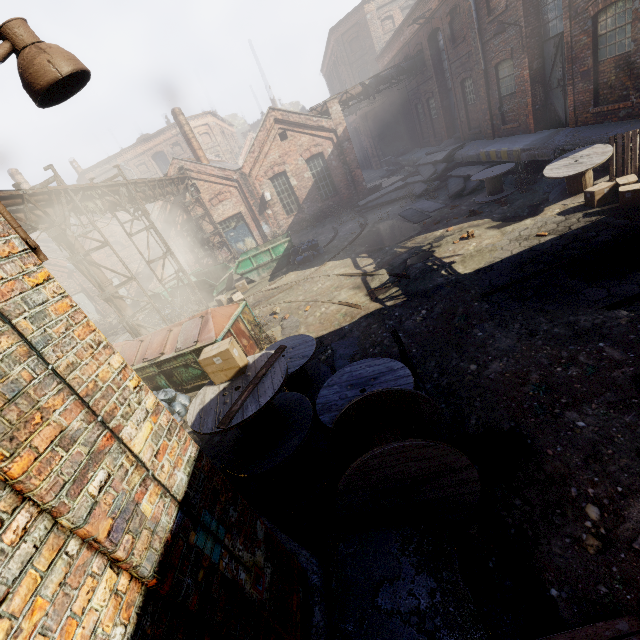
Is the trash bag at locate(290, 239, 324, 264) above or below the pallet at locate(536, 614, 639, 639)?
above

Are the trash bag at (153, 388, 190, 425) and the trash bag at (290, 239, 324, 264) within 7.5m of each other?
no

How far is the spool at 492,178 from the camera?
12.2 meters

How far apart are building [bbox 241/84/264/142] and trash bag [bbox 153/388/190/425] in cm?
4865

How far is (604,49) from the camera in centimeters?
956cm

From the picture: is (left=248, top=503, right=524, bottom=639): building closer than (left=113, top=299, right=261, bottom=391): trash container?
Yes

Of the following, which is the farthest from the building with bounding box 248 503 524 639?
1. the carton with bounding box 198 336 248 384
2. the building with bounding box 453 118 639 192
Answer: the building with bounding box 453 118 639 192

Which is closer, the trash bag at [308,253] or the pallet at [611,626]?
the pallet at [611,626]
